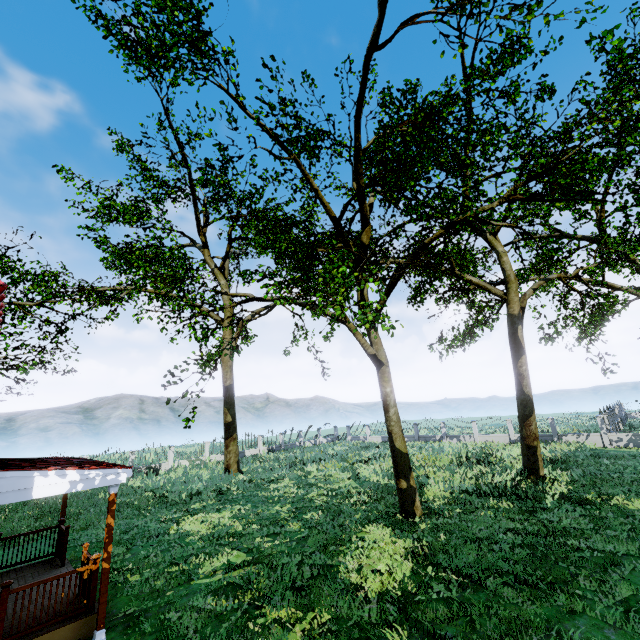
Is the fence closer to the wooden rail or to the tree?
the tree

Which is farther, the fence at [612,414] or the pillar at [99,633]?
the fence at [612,414]

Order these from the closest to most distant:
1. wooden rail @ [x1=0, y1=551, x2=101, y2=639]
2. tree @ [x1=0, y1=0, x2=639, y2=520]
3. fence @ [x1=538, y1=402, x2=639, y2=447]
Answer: wooden rail @ [x1=0, y1=551, x2=101, y2=639], tree @ [x1=0, y1=0, x2=639, y2=520], fence @ [x1=538, y1=402, x2=639, y2=447]

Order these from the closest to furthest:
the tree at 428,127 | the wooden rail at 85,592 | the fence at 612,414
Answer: the wooden rail at 85,592, the tree at 428,127, the fence at 612,414

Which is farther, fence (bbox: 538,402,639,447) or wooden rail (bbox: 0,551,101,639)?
fence (bbox: 538,402,639,447)

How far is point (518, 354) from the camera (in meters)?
17.20

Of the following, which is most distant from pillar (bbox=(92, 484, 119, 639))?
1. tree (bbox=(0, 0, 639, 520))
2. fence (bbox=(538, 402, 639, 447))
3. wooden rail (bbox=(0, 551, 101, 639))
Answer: fence (bbox=(538, 402, 639, 447))
